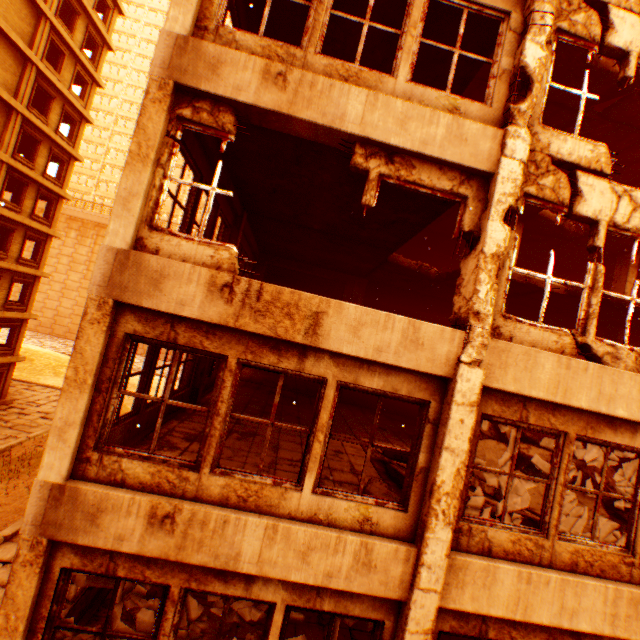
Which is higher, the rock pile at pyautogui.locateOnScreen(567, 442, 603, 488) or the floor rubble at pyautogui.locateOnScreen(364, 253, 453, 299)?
the floor rubble at pyautogui.locateOnScreen(364, 253, 453, 299)

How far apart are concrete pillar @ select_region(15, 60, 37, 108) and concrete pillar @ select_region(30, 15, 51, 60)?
0.5 meters

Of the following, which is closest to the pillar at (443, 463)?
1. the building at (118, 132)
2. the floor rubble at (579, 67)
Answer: the floor rubble at (579, 67)

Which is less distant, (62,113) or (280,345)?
(280,345)

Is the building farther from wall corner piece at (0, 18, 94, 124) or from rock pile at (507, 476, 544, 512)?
rock pile at (507, 476, 544, 512)

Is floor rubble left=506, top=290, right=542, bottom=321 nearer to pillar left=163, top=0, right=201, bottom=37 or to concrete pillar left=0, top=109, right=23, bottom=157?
pillar left=163, top=0, right=201, bottom=37

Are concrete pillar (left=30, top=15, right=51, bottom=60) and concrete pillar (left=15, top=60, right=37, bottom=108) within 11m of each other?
yes

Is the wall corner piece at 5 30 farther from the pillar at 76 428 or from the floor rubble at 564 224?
the floor rubble at 564 224
